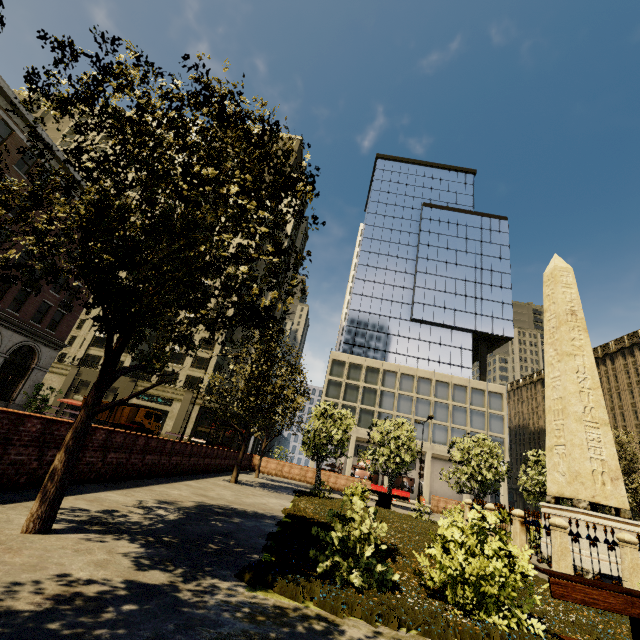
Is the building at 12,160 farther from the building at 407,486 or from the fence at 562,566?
the fence at 562,566

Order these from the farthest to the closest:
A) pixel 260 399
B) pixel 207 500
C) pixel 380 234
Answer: pixel 380 234
pixel 260 399
pixel 207 500

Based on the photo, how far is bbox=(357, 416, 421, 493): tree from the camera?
22.03m

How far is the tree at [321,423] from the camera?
22.1m

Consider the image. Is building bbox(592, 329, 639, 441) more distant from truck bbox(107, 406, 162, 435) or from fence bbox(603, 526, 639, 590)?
fence bbox(603, 526, 639, 590)

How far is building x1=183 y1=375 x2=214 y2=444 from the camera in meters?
41.0

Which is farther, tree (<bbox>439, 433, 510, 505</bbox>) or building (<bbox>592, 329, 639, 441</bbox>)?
building (<bbox>592, 329, 639, 441</bbox>)

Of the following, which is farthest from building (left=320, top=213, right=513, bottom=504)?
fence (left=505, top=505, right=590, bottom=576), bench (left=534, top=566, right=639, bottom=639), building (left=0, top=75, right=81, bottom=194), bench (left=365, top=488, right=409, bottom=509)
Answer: bench (left=534, top=566, right=639, bottom=639)
